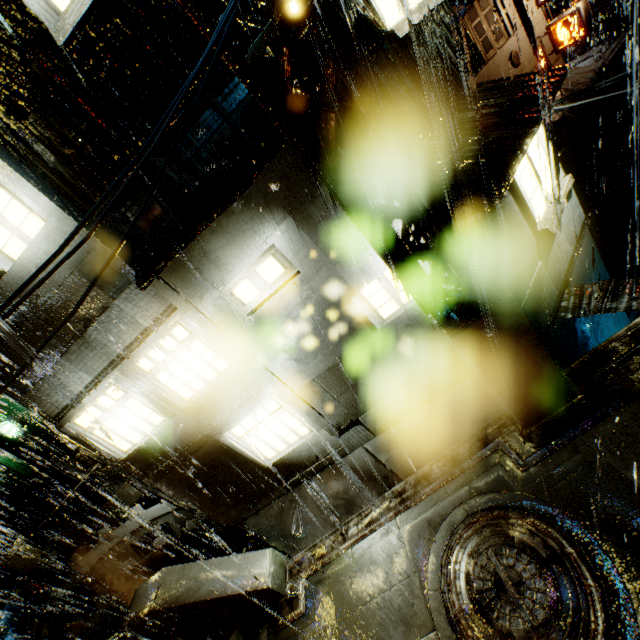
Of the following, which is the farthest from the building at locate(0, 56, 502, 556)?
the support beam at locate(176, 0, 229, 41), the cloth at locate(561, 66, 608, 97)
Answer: the support beam at locate(176, 0, 229, 41)

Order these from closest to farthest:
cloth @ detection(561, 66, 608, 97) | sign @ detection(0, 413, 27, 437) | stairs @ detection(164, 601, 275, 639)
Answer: stairs @ detection(164, 601, 275, 639)
sign @ detection(0, 413, 27, 437)
cloth @ detection(561, 66, 608, 97)

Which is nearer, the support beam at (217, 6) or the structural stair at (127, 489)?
the support beam at (217, 6)

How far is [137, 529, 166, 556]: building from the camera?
13.73m

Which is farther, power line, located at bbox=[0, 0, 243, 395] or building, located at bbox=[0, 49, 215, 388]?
building, located at bbox=[0, 49, 215, 388]

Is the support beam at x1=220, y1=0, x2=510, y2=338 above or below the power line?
below

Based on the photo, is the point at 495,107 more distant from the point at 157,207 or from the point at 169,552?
the point at 169,552

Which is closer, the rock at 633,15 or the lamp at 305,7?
the lamp at 305,7
